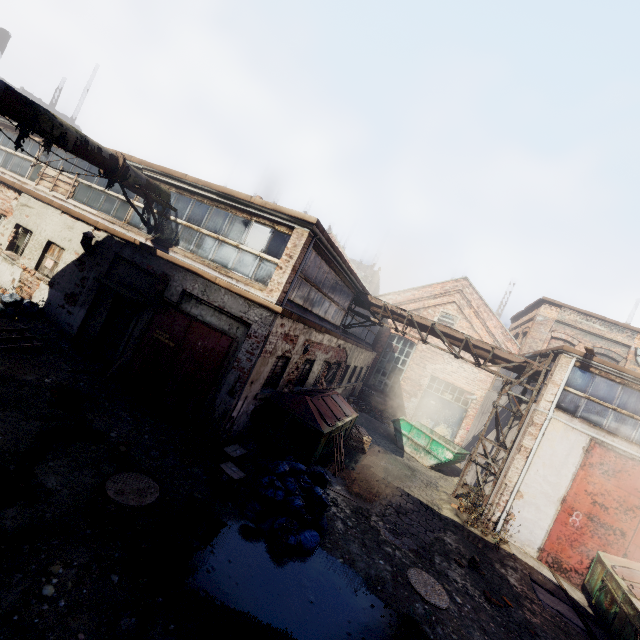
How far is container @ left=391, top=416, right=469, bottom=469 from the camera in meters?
14.6 m

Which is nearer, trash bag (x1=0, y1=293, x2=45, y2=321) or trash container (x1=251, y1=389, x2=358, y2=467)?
trash container (x1=251, y1=389, x2=358, y2=467)

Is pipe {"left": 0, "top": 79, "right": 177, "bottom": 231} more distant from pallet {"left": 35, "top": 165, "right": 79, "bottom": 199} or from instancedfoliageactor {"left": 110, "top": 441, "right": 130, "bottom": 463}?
instancedfoliageactor {"left": 110, "top": 441, "right": 130, "bottom": 463}

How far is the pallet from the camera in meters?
11.6 m

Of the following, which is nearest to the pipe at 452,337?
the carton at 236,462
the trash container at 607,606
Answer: the trash container at 607,606

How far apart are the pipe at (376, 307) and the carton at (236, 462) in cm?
930

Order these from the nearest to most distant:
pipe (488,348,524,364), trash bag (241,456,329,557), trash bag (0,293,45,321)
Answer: trash bag (241,456,329,557) < trash bag (0,293,45,321) < pipe (488,348,524,364)

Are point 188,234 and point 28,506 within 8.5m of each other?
yes
